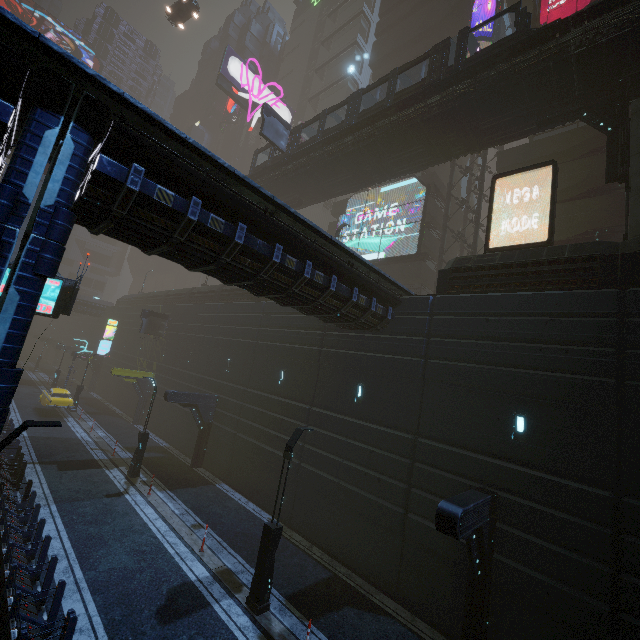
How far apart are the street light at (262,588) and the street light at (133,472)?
11.32m

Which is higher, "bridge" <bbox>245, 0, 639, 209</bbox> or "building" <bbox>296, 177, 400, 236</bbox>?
"building" <bbox>296, 177, 400, 236</bbox>

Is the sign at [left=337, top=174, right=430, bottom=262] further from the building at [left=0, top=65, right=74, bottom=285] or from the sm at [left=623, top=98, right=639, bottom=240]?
the sm at [left=623, top=98, right=639, bottom=240]

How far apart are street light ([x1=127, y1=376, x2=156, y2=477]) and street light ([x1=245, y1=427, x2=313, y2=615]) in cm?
1132

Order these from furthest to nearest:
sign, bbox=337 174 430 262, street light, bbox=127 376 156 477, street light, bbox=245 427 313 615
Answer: sign, bbox=337 174 430 262 < street light, bbox=127 376 156 477 < street light, bbox=245 427 313 615

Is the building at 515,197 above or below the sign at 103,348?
above

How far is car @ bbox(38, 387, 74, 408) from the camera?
26.6m

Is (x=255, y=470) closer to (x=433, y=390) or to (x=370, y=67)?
(x=433, y=390)
